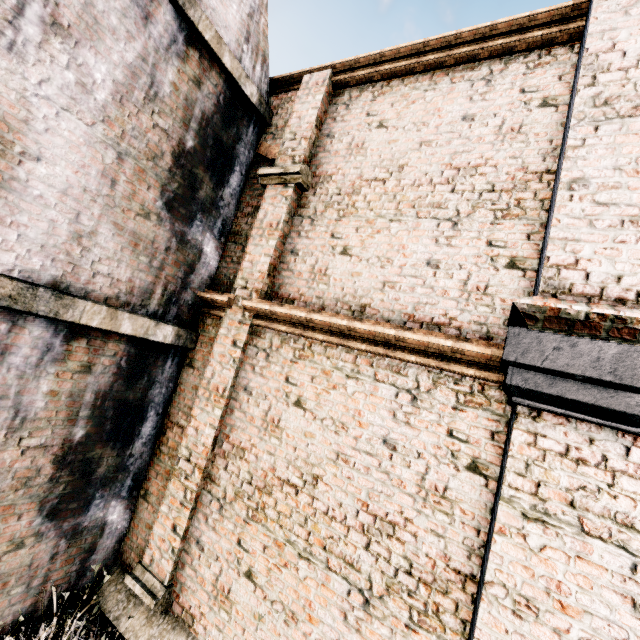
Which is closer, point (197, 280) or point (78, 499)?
point (78, 499)

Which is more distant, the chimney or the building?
the chimney

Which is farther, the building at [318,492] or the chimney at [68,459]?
the chimney at [68,459]
